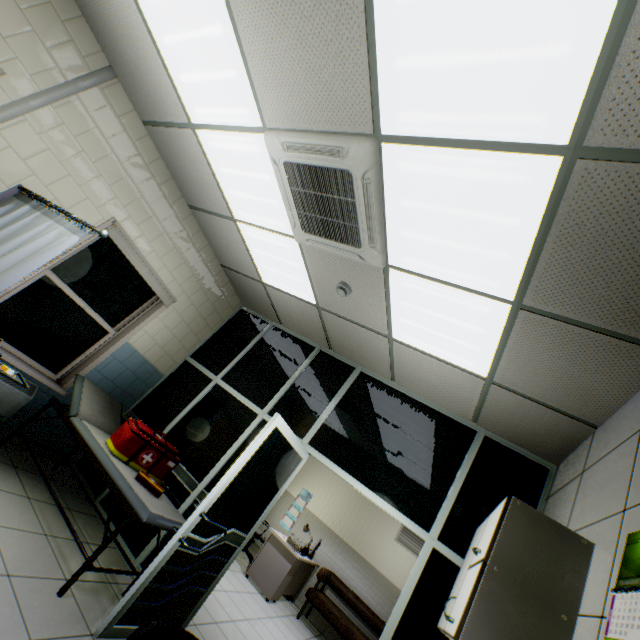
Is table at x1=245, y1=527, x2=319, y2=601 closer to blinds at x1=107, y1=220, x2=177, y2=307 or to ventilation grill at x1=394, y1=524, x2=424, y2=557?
ventilation grill at x1=394, y1=524, x2=424, y2=557

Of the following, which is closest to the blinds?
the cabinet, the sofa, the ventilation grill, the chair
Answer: the chair

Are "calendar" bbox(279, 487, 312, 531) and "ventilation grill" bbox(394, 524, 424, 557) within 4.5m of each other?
yes

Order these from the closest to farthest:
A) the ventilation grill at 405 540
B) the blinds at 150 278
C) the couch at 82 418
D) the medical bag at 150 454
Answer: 1. the couch at 82 418
2. the medical bag at 150 454
3. the blinds at 150 278
4. the ventilation grill at 405 540

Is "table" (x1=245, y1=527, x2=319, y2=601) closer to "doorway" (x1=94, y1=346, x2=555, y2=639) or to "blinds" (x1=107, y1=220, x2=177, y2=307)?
"doorway" (x1=94, y1=346, x2=555, y2=639)

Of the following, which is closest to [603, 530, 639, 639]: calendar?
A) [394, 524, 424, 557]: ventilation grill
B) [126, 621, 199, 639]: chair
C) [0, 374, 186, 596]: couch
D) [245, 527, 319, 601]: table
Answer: [126, 621, 199, 639]: chair

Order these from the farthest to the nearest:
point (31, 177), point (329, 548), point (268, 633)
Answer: point (329, 548) < point (268, 633) < point (31, 177)

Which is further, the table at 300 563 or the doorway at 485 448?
the table at 300 563
